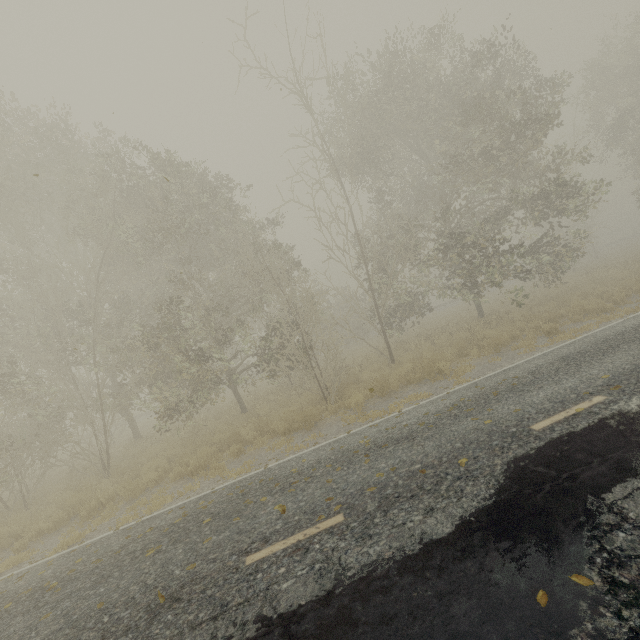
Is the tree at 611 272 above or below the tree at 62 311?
below

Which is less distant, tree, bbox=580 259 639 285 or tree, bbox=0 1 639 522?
tree, bbox=0 1 639 522

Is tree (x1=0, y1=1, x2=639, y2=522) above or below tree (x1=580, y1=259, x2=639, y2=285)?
above

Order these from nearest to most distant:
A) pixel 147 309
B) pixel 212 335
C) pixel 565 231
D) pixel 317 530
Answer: pixel 317 530 < pixel 212 335 < pixel 147 309 < pixel 565 231

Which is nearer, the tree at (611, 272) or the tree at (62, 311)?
the tree at (62, 311)
